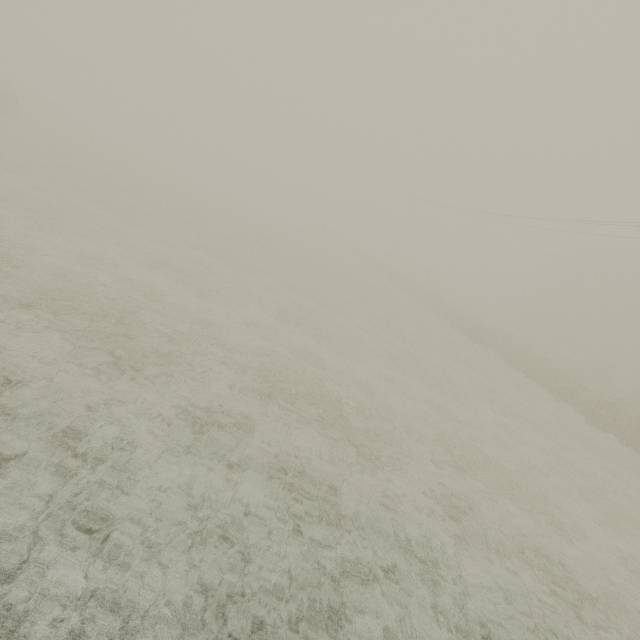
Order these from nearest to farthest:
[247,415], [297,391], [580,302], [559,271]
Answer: [247,415] < [297,391] < [580,302] < [559,271]
